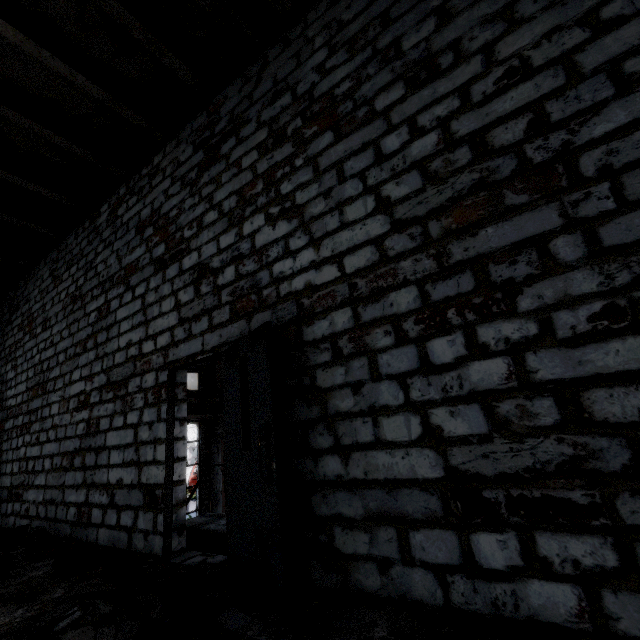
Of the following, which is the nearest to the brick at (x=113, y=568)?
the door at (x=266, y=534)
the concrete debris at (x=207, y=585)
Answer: the concrete debris at (x=207, y=585)

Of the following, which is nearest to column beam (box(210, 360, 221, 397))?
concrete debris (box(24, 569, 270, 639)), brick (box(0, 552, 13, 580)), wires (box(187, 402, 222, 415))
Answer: wires (box(187, 402, 222, 415))

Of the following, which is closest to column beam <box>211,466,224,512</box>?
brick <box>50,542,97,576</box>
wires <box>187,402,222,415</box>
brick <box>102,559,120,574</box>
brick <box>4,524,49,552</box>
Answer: wires <box>187,402,222,415</box>

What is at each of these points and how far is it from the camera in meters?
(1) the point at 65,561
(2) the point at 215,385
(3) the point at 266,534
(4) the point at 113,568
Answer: (1) brick, 3.7 m
(2) column beam, 17.4 m
(3) door, 2.5 m
(4) brick, 3.4 m

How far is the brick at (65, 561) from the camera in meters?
3.6

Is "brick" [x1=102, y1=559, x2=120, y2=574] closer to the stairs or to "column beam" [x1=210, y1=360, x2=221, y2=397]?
the stairs

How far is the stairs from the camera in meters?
3.9

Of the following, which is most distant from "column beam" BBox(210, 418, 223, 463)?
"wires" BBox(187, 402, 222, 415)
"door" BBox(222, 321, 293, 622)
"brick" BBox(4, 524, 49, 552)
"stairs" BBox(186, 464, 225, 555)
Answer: "door" BBox(222, 321, 293, 622)
